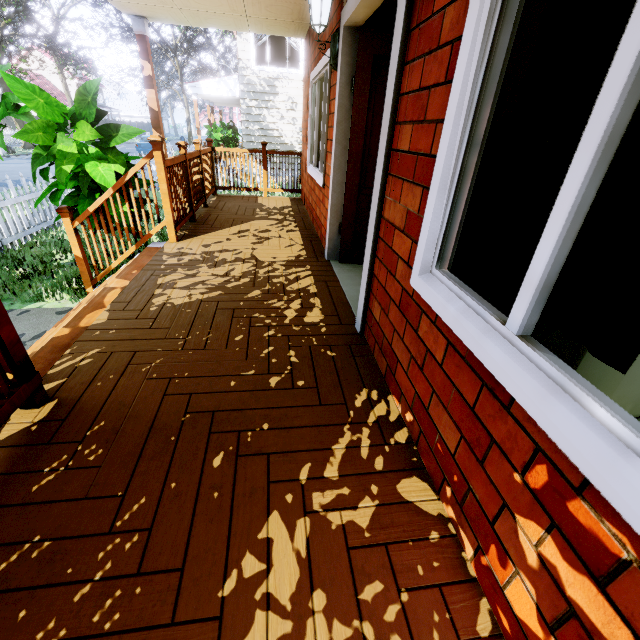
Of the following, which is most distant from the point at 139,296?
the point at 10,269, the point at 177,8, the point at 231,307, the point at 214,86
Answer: the point at 214,86

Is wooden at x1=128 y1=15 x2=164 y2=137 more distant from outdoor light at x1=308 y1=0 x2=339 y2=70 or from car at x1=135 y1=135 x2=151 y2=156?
car at x1=135 y1=135 x2=151 y2=156

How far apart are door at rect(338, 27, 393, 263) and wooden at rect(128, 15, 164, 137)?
4.8m

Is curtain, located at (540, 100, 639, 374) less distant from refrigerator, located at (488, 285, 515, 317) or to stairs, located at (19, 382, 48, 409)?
refrigerator, located at (488, 285, 515, 317)

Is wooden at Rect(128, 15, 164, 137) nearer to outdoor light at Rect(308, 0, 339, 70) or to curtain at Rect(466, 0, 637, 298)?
outdoor light at Rect(308, 0, 339, 70)

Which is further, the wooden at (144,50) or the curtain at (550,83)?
the wooden at (144,50)

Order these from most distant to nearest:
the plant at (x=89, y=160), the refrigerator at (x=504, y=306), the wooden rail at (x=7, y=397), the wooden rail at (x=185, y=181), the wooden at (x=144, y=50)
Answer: the wooden at (x=144, y=50) → the wooden rail at (x=185, y=181) → the plant at (x=89, y=160) → the refrigerator at (x=504, y=306) → the wooden rail at (x=7, y=397)

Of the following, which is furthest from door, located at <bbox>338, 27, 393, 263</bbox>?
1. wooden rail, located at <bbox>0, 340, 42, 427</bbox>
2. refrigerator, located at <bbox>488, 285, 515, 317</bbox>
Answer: wooden rail, located at <bbox>0, 340, 42, 427</bbox>
